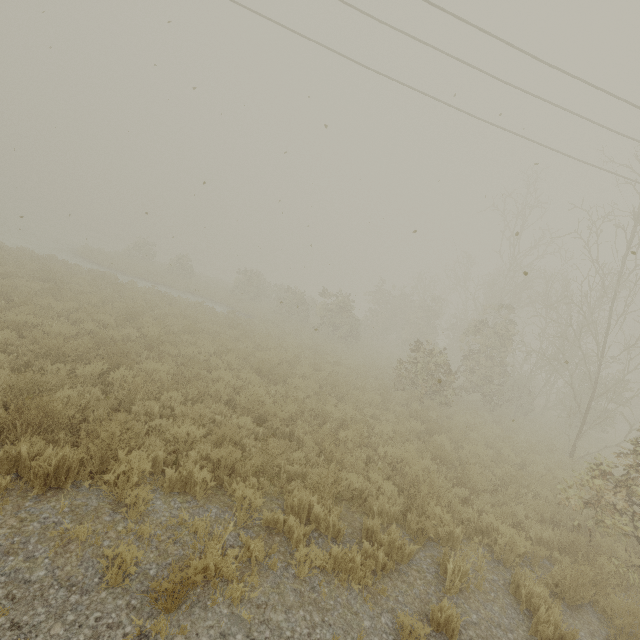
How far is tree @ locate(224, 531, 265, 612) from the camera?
3.37m

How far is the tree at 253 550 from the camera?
3.37m

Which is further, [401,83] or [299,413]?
[401,83]

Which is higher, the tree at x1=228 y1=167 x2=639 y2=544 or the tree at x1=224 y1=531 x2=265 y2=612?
the tree at x1=228 y1=167 x2=639 y2=544

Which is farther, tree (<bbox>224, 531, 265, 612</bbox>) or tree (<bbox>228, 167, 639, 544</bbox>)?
tree (<bbox>228, 167, 639, 544</bbox>)

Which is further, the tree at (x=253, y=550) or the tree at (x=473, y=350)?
the tree at (x=473, y=350)
